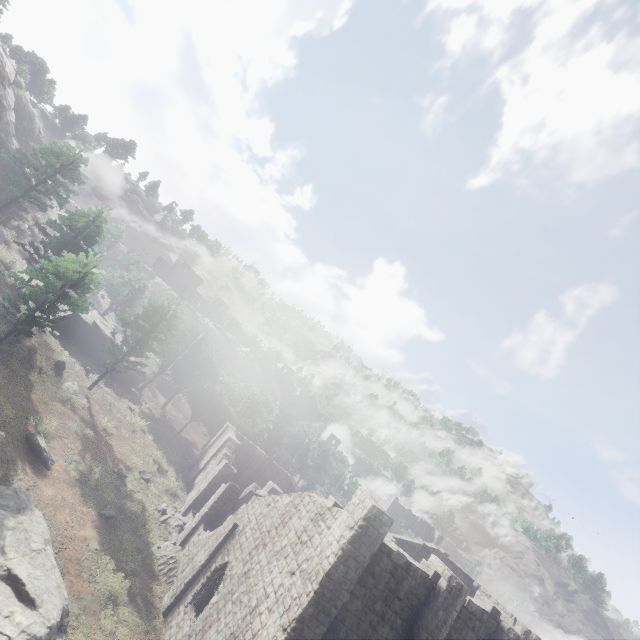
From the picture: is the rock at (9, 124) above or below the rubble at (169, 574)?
above

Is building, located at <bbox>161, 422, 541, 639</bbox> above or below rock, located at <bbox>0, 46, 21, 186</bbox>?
below

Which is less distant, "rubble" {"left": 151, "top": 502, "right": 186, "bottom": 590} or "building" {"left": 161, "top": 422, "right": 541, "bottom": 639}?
"building" {"left": 161, "top": 422, "right": 541, "bottom": 639}

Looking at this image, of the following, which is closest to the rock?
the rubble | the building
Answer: the building

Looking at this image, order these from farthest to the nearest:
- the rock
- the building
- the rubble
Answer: the rock < the rubble < the building

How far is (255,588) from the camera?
14.6m

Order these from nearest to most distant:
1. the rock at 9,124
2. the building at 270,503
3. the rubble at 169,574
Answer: the building at 270,503, the rubble at 169,574, the rock at 9,124

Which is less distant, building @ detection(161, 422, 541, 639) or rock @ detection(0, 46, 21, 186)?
building @ detection(161, 422, 541, 639)
